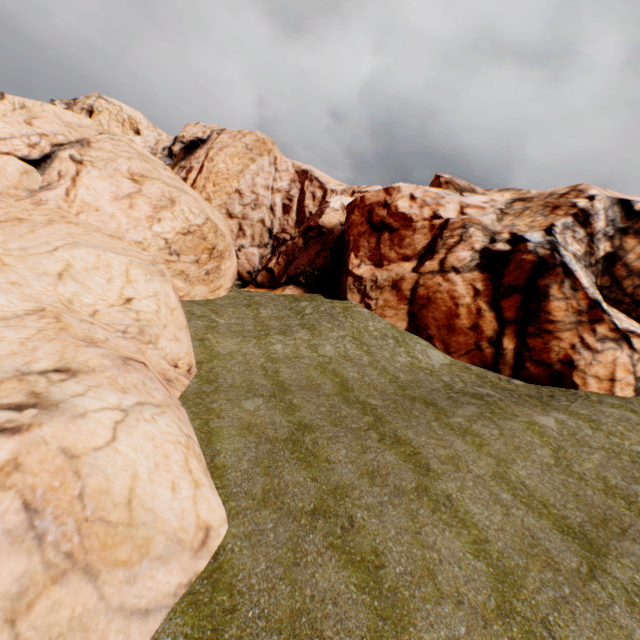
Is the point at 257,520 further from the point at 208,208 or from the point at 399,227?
the point at 208,208
